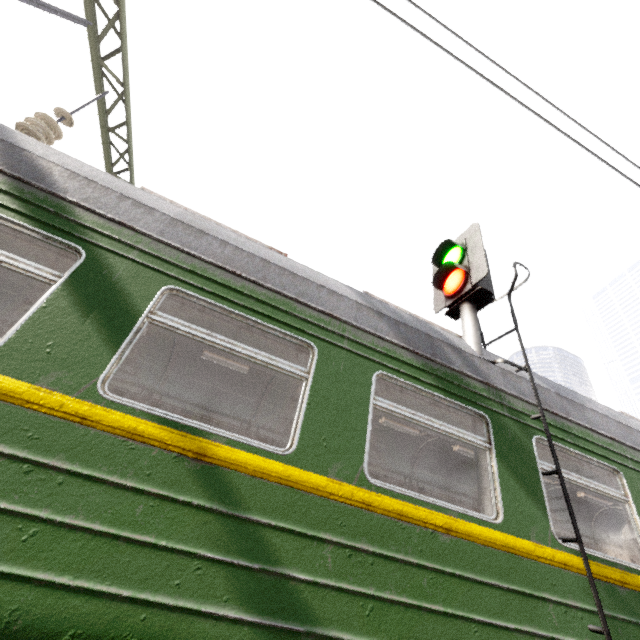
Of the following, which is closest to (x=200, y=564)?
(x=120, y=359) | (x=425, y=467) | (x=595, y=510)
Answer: (x=120, y=359)

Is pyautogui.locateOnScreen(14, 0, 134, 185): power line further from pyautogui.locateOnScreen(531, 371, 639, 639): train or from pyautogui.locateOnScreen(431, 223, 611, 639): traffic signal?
pyautogui.locateOnScreen(431, 223, 611, 639): traffic signal

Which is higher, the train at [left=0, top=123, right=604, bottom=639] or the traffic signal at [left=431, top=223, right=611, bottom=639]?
the traffic signal at [left=431, top=223, right=611, bottom=639]

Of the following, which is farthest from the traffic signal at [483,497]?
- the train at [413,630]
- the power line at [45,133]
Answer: the power line at [45,133]

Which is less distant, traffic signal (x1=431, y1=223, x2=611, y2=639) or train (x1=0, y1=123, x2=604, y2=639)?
train (x1=0, y1=123, x2=604, y2=639)

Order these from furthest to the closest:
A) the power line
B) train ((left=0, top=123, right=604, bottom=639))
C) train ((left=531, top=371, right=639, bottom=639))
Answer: the power line → train ((left=531, top=371, right=639, bottom=639)) → train ((left=0, top=123, right=604, bottom=639))
